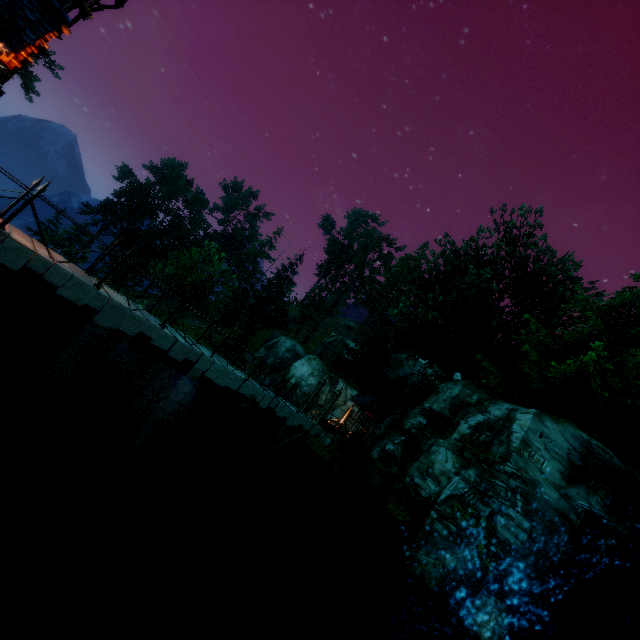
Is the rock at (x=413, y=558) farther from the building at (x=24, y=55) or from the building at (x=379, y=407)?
the building at (x=379, y=407)

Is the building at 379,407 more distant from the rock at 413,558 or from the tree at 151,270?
the rock at 413,558

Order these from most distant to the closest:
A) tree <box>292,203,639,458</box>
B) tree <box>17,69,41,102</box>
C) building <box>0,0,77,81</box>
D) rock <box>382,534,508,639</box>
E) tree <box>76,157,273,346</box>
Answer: tree <box>17,69,41,102</box> < tree <box>76,157,273,346</box> < tree <box>292,203,639,458</box> < rock <box>382,534,508,639</box> < building <box>0,0,77,81</box>

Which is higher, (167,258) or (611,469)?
(611,469)

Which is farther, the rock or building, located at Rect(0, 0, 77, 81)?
the rock

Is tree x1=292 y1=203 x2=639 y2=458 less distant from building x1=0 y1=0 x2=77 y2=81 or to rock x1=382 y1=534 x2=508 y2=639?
rock x1=382 y1=534 x2=508 y2=639

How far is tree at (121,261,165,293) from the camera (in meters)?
45.97
